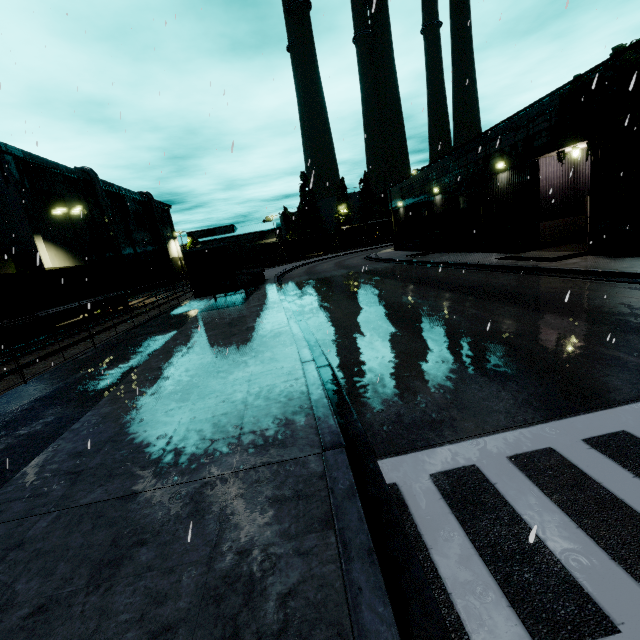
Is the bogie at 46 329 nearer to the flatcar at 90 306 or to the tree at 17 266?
the flatcar at 90 306

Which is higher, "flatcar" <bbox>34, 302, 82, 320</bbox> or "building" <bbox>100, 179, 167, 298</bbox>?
"building" <bbox>100, 179, 167, 298</bbox>

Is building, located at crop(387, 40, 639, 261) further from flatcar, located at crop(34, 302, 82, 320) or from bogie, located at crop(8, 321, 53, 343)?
bogie, located at crop(8, 321, 53, 343)

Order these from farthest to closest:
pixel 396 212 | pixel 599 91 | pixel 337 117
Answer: pixel 396 212 → pixel 337 117 → pixel 599 91

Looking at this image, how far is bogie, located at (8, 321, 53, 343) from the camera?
17.5m

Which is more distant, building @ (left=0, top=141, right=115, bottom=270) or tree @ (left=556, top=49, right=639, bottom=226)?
building @ (left=0, top=141, right=115, bottom=270)

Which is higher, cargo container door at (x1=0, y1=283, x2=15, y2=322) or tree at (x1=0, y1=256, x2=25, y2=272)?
tree at (x1=0, y1=256, x2=25, y2=272)

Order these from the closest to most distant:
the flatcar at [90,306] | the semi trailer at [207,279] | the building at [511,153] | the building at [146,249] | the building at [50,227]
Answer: the building at [511,153]
the semi trailer at [207,279]
the flatcar at [90,306]
the building at [50,227]
the building at [146,249]
